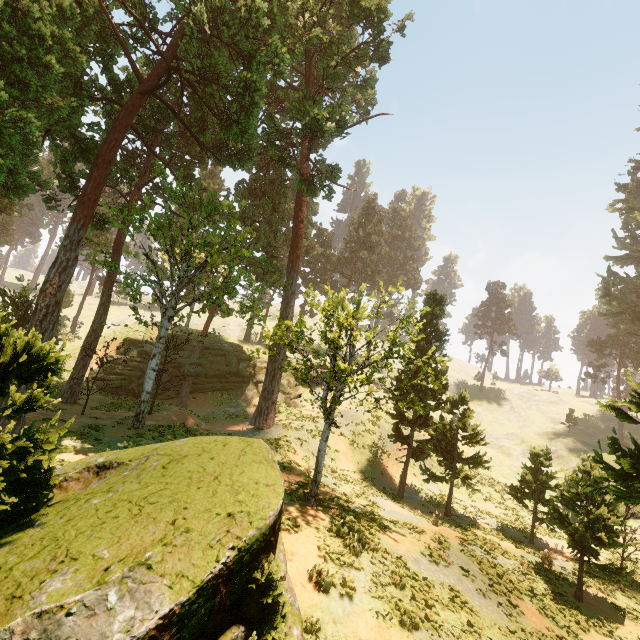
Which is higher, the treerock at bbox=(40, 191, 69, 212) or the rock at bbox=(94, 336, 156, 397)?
the treerock at bbox=(40, 191, 69, 212)

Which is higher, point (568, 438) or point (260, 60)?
point (260, 60)

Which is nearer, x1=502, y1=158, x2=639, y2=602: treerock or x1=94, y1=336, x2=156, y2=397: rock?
x1=502, y1=158, x2=639, y2=602: treerock

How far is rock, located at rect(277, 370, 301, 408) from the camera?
37.5 meters

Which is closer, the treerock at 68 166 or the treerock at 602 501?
the treerock at 68 166

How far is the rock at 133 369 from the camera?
31.1 meters

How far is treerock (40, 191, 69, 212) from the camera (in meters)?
21.70

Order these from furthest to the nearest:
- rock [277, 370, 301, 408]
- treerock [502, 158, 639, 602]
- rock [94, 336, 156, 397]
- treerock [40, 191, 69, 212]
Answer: rock [277, 370, 301, 408] < rock [94, 336, 156, 397] < treerock [40, 191, 69, 212] < treerock [502, 158, 639, 602]
